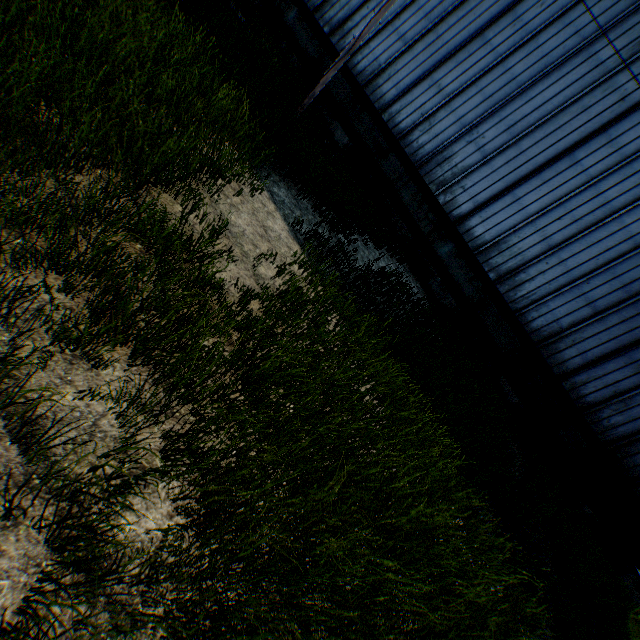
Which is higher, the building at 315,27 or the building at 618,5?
the building at 618,5

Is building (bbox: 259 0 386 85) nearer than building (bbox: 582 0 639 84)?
No

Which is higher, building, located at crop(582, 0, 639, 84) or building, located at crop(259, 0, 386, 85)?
building, located at crop(582, 0, 639, 84)

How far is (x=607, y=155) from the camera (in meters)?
11.45

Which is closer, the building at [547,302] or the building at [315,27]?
the building at [547,302]
